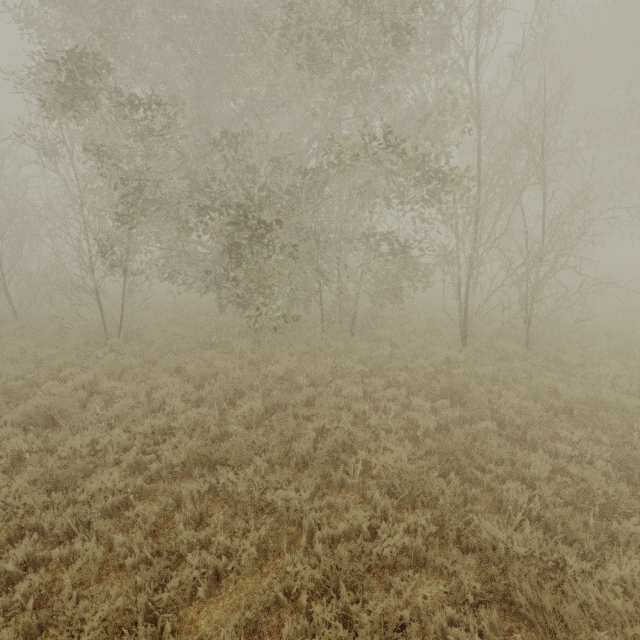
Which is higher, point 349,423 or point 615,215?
point 615,215
